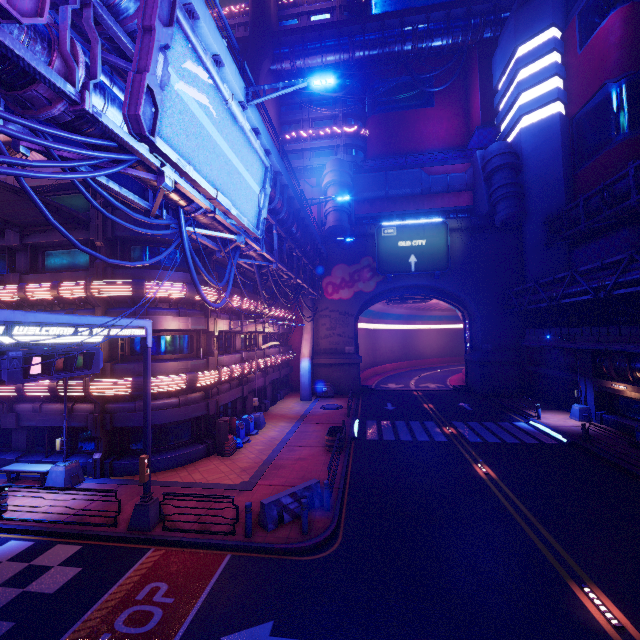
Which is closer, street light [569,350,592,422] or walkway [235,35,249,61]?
street light [569,350,592,422]

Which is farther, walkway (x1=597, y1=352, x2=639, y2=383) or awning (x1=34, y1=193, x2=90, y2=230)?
walkway (x1=597, y1=352, x2=639, y2=383)

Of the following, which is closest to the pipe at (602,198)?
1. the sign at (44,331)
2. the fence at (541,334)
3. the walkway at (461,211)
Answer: the fence at (541,334)

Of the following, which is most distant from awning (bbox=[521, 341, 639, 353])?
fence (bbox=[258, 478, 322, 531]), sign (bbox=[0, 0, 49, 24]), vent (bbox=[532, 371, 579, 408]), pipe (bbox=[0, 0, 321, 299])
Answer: sign (bbox=[0, 0, 49, 24])

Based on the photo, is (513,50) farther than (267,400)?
Yes

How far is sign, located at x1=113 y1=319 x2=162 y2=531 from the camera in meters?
10.9 m

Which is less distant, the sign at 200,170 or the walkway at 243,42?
the sign at 200,170

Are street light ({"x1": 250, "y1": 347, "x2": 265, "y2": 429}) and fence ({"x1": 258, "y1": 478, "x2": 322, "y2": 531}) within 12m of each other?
yes
